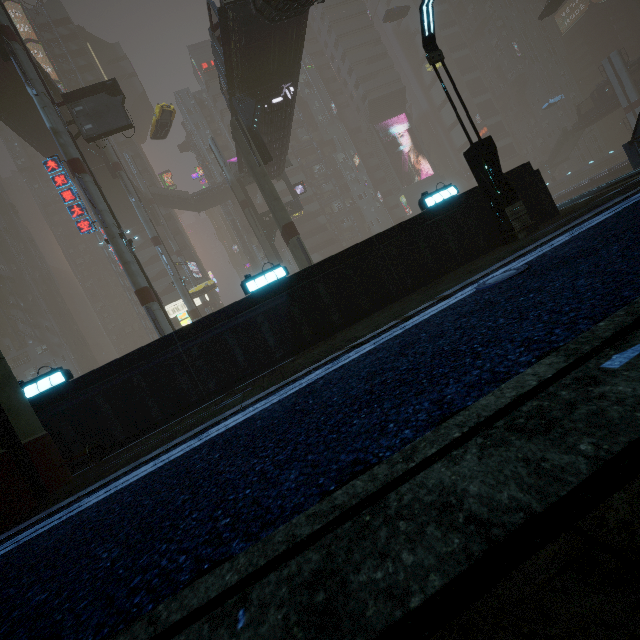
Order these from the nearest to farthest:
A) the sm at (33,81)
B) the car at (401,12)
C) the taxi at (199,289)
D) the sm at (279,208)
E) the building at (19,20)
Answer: the sm at (33,81)
the sm at (279,208)
the taxi at (199,289)
the car at (401,12)
the building at (19,20)

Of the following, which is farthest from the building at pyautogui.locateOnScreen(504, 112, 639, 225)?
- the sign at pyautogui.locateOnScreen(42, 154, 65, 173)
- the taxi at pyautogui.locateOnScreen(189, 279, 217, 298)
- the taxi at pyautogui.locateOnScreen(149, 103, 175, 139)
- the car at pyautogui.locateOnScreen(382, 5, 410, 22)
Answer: the taxi at pyautogui.locateOnScreen(189, 279, 217, 298)

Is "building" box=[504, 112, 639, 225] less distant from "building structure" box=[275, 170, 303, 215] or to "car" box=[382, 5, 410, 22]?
"car" box=[382, 5, 410, 22]

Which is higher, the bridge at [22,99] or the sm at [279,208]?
the bridge at [22,99]

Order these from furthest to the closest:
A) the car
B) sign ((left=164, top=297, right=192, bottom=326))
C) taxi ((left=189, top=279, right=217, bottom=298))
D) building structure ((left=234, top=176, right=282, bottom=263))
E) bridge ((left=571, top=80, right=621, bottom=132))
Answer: bridge ((left=571, top=80, right=621, bottom=132)), the car, taxi ((left=189, top=279, right=217, bottom=298)), building structure ((left=234, top=176, right=282, bottom=263)), sign ((left=164, top=297, right=192, bottom=326))

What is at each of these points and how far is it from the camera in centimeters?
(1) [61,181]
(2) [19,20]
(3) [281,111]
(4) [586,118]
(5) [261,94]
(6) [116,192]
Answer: (1) sign, 2023cm
(2) building, 5606cm
(3) building, 2508cm
(4) bridge, 5597cm
(5) building structure, 2292cm
(6) bridge, 4631cm

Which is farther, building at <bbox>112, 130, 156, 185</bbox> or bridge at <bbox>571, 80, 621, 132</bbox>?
building at <bbox>112, 130, 156, 185</bbox>

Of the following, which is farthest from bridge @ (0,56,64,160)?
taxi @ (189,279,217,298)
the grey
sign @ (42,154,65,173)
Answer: the grey
